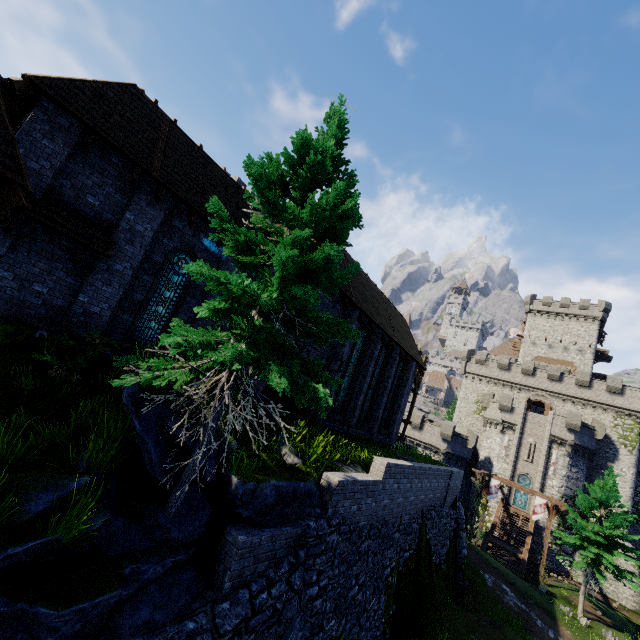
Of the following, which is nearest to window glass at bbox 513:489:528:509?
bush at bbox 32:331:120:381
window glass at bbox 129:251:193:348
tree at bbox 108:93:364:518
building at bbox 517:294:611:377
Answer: building at bbox 517:294:611:377

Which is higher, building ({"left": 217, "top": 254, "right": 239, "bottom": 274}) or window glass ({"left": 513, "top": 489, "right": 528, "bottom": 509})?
building ({"left": 217, "top": 254, "right": 239, "bottom": 274})

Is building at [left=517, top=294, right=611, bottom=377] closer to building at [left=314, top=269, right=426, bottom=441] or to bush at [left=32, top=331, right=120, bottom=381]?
building at [left=314, top=269, right=426, bottom=441]

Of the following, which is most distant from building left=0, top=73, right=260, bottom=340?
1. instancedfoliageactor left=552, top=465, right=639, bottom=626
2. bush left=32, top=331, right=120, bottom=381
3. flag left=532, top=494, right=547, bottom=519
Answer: flag left=532, top=494, right=547, bottom=519

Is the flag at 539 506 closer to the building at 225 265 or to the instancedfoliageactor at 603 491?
A: the instancedfoliageactor at 603 491

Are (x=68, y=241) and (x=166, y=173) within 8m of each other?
yes

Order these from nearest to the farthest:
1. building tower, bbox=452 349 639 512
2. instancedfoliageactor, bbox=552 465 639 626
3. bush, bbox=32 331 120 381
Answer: bush, bbox=32 331 120 381 → instancedfoliageactor, bbox=552 465 639 626 → building tower, bbox=452 349 639 512

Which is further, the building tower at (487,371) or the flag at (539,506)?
the building tower at (487,371)
